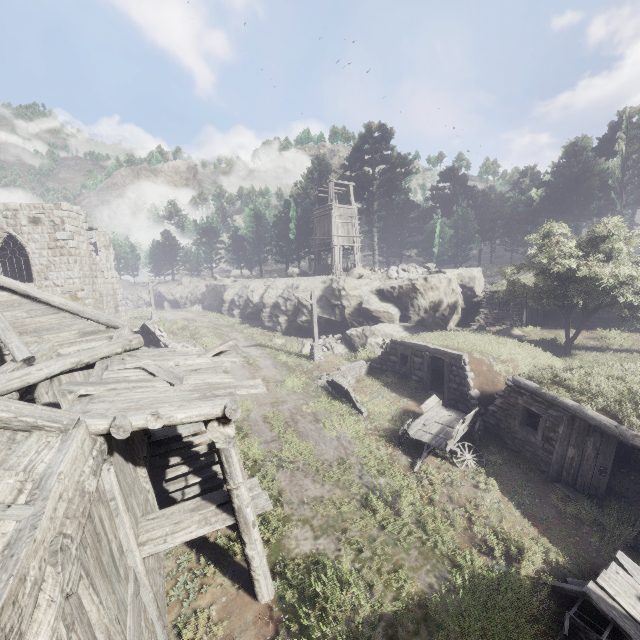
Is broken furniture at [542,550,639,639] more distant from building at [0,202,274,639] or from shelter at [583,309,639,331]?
shelter at [583,309,639,331]

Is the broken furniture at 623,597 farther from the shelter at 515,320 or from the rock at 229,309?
the rock at 229,309

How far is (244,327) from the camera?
31.2m

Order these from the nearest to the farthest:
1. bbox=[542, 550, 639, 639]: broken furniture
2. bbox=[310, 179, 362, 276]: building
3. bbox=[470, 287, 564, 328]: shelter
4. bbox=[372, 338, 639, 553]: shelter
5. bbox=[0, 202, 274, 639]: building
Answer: bbox=[0, 202, 274, 639]: building → bbox=[542, 550, 639, 639]: broken furniture → bbox=[372, 338, 639, 553]: shelter → bbox=[470, 287, 564, 328]: shelter → bbox=[310, 179, 362, 276]: building

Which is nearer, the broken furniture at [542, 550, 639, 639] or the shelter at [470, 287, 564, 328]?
the broken furniture at [542, 550, 639, 639]

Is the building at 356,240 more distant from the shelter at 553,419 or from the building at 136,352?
the building at 136,352

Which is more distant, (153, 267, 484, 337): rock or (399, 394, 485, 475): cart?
(153, 267, 484, 337): rock

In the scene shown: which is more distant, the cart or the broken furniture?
the cart
